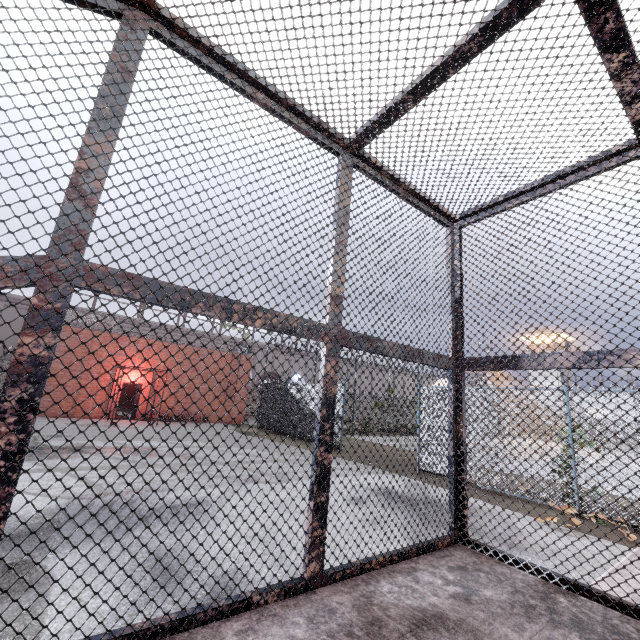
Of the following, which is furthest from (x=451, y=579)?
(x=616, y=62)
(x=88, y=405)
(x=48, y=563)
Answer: (x=88, y=405)

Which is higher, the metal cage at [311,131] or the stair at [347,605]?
the metal cage at [311,131]

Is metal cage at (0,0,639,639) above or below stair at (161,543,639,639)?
above
